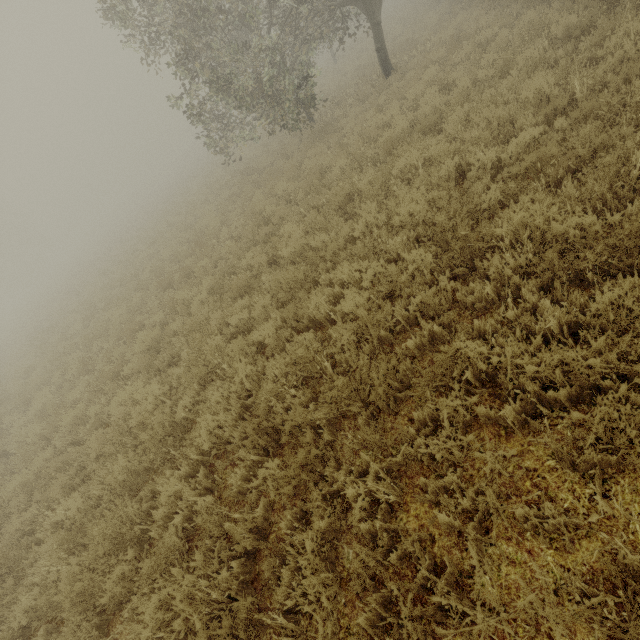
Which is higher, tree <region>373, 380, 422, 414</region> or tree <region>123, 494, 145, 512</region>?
tree <region>123, 494, 145, 512</region>

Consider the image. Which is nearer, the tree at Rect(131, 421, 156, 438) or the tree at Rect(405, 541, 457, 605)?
the tree at Rect(405, 541, 457, 605)

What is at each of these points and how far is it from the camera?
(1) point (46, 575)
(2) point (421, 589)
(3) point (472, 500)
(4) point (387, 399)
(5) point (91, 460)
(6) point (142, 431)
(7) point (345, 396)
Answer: (1) tree, 4.6m
(2) tree, 2.5m
(3) tree, 2.7m
(4) tree, 3.7m
(5) tree, 6.3m
(6) tree, 5.5m
(7) tree, 3.8m

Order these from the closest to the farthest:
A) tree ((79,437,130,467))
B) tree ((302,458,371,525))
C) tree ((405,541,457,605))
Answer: tree ((405,541,457,605)), tree ((302,458,371,525)), tree ((79,437,130,467))

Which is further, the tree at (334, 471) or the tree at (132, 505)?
the tree at (132, 505)

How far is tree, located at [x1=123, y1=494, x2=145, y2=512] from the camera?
4.6 meters
